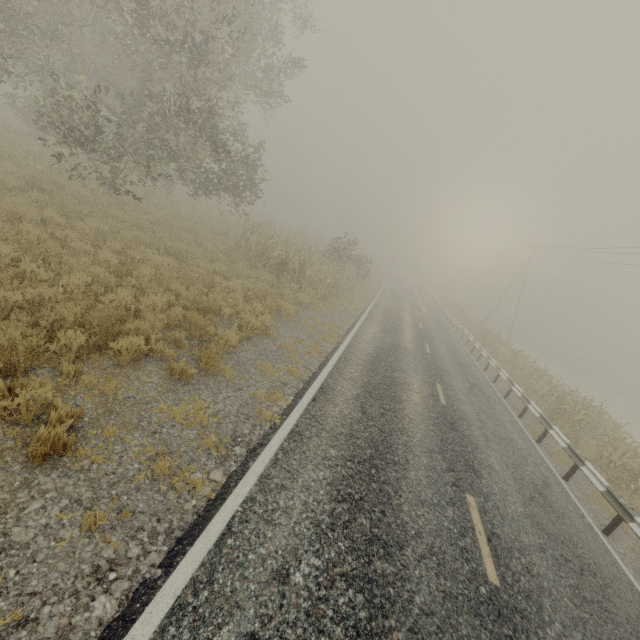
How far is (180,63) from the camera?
11.48m

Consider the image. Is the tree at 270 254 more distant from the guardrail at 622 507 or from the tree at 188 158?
the guardrail at 622 507

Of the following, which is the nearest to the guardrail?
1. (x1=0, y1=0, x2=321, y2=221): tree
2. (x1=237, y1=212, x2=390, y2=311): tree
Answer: (x1=0, y1=0, x2=321, y2=221): tree

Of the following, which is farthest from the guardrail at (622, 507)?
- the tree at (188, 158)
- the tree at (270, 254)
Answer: the tree at (270, 254)

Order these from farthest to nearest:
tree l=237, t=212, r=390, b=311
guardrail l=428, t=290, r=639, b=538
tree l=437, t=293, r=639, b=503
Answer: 1. tree l=237, t=212, r=390, b=311
2. tree l=437, t=293, r=639, b=503
3. guardrail l=428, t=290, r=639, b=538

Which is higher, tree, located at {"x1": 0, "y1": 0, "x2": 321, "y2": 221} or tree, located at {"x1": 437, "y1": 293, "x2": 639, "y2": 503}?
tree, located at {"x1": 0, "y1": 0, "x2": 321, "y2": 221}

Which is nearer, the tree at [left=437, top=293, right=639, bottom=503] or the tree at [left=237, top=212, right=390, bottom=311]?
the tree at [left=437, top=293, right=639, bottom=503]
